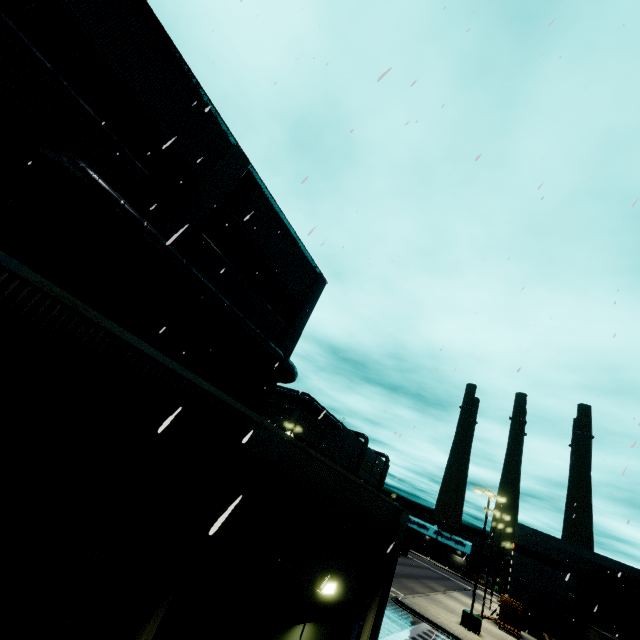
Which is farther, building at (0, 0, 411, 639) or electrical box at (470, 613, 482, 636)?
electrical box at (470, 613, 482, 636)

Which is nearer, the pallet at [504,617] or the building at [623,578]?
the pallet at [504,617]

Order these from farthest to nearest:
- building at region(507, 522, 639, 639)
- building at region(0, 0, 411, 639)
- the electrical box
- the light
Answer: building at region(507, 522, 639, 639) → the electrical box → the light → building at region(0, 0, 411, 639)

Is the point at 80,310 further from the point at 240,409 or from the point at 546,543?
the point at 546,543

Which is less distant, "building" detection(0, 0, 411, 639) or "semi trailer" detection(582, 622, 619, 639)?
"building" detection(0, 0, 411, 639)

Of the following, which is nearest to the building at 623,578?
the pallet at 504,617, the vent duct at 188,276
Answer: the vent duct at 188,276

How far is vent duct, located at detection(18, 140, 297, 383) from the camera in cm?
825

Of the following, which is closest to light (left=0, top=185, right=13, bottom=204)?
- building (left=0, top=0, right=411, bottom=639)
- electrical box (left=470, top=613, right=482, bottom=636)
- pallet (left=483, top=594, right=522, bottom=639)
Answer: building (left=0, top=0, right=411, bottom=639)
